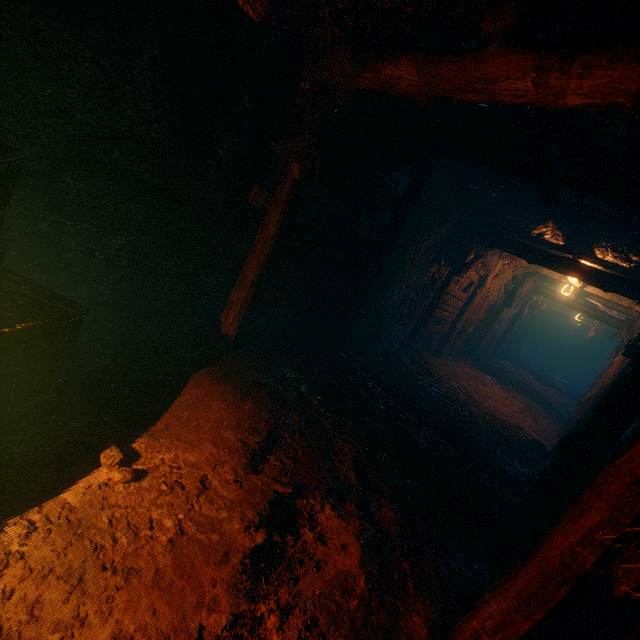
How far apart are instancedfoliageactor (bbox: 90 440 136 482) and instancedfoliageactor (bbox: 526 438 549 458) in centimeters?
763cm

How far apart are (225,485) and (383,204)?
5.3 meters

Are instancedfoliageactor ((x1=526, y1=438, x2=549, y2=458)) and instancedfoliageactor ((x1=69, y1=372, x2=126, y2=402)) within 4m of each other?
no

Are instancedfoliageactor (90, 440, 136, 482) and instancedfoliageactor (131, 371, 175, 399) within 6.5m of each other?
yes

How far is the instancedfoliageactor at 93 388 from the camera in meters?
3.0

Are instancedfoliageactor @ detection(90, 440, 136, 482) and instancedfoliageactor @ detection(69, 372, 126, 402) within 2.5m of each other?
yes

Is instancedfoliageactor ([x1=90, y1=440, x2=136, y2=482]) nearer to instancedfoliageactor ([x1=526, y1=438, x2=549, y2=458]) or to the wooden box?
the wooden box

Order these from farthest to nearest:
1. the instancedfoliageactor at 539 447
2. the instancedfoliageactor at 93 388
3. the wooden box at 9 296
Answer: the instancedfoliageactor at 539 447
the instancedfoliageactor at 93 388
the wooden box at 9 296
